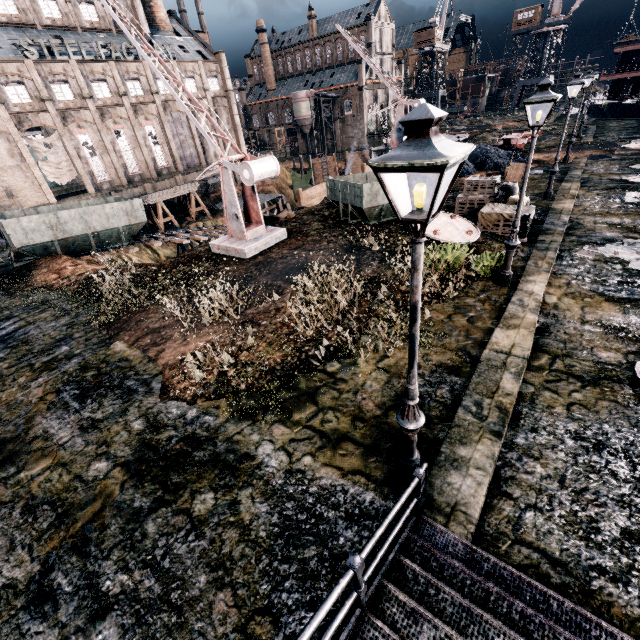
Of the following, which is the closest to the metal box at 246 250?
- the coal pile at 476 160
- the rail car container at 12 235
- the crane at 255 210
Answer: the crane at 255 210

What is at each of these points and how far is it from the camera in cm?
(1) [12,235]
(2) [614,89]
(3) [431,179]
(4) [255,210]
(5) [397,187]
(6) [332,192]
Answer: (1) rail car container, 1898
(2) ship, 5194
(3) rail car container, 1758
(4) crane, 1716
(5) rail car container, 1667
(6) rail car container, 1817

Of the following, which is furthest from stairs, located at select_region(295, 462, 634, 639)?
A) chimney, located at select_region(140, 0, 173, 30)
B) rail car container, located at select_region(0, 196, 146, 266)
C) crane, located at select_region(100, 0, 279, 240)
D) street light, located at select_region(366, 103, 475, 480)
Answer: chimney, located at select_region(140, 0, 173, 30)

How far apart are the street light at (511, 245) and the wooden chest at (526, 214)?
4.4 meters

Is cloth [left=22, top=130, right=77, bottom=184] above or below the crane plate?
above

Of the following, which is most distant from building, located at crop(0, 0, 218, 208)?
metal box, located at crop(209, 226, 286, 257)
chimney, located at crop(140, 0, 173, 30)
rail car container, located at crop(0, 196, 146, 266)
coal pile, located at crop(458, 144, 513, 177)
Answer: coal pile, located at crop(458, 144, 513, 177)

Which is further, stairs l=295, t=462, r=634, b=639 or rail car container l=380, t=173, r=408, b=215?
rail car container l=380, t=173, r=408, b=215

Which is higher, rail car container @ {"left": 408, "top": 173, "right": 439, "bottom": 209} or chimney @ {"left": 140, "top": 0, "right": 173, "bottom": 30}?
chimney @ {"left": 140, "top": 0, "right": 173, "bottom": 30}
